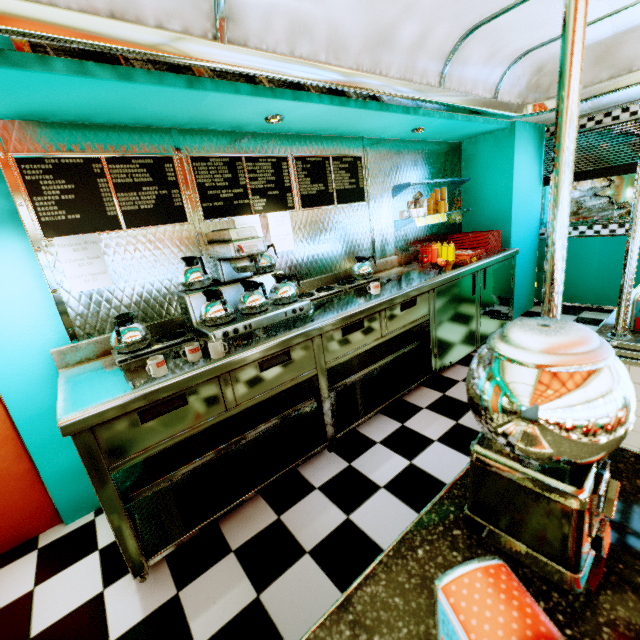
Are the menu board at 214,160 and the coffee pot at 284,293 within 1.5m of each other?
yes

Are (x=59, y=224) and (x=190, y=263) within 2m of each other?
yes

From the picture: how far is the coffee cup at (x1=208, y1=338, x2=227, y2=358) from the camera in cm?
193

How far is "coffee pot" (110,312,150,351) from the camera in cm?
204

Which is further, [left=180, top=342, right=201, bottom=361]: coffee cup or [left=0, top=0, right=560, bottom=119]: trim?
[left=180, top=342, right=201, bottom=361]: coffee cup

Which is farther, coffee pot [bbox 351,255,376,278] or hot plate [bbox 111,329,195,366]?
coffee pot [bbox 351,255,376,278]

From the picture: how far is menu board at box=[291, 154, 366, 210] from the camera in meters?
3.1

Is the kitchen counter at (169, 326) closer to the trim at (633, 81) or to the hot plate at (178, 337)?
the hot plate at (178, 337)
